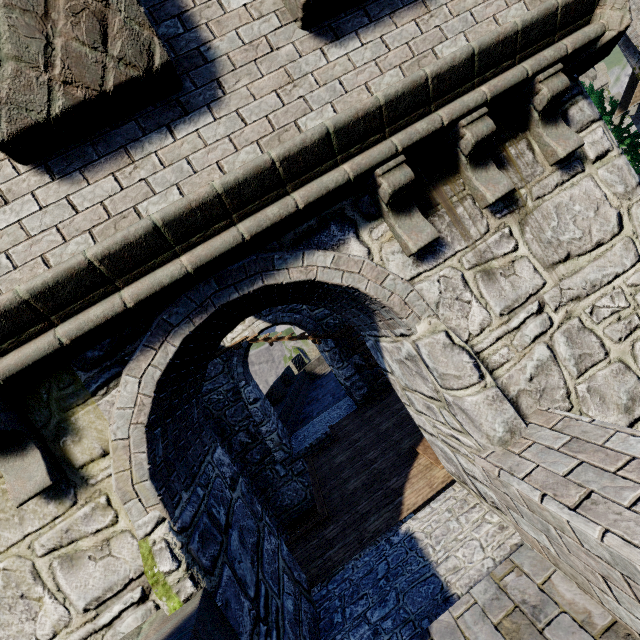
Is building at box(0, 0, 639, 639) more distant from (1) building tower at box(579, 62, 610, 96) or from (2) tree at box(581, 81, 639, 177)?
(1) building tower at box(579, 62, 610, 96)

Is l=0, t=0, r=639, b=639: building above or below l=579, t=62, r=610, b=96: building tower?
below

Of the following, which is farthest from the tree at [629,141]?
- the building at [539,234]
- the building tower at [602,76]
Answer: the building tower at [602,76]

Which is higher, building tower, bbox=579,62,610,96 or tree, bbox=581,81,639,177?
building tower, bbox=579,62,610,96

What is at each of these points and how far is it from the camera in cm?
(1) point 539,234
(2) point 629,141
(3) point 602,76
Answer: (1) building, 350
(2) tree, 2467
(3) building tower, 5716

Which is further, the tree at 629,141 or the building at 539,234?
the tree at 629,141

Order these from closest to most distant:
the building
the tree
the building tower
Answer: the building → the tree → the building tower
